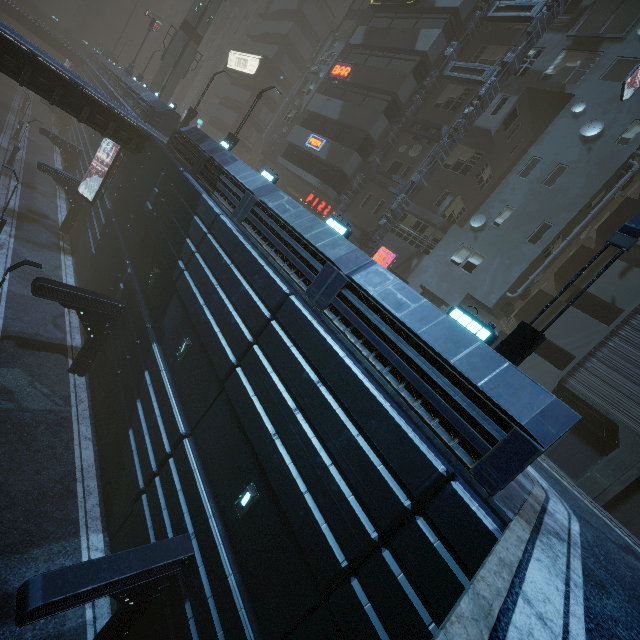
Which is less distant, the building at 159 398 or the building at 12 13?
the building at 159 398

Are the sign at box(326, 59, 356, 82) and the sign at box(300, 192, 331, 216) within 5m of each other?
no

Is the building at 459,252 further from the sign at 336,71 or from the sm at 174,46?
the sm at 174,46

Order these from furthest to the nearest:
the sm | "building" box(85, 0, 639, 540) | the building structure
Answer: the sm → the building structure → "building" box(85, 0, 639, 540)

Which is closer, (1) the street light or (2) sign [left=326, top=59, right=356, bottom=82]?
(1) the street light

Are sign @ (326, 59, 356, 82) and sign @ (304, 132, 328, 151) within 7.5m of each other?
yes

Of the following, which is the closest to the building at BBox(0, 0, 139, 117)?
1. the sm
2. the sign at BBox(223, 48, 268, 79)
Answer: the sign at BBox(223, 48, 268, 79)

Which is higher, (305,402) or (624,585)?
(624,585)
